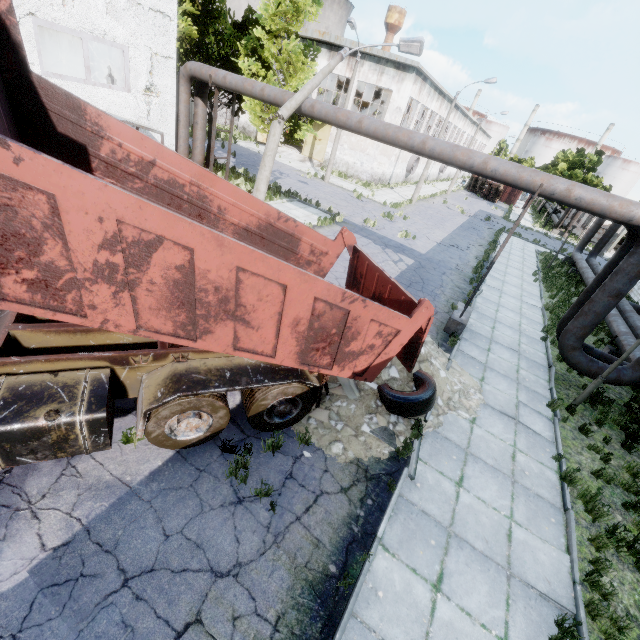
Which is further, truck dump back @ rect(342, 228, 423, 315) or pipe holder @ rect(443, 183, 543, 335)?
pipe holder @ rect(443, 183, 543, 335)

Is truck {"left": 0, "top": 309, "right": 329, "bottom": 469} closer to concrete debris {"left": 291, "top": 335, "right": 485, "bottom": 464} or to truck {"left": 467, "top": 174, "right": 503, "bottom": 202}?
concrete debris {"left": 291, "top": 335, "right": 485, "bottom": 464}

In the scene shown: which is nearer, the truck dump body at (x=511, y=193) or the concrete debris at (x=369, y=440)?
the concrete debris at (x=369, y=440)

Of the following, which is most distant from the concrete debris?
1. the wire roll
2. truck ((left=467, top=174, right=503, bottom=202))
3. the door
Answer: truck ((left=467, top=174, right=503, bottom=202))

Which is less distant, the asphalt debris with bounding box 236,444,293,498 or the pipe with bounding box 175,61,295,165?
the asphalt debris with bounding box 236,444,293,498

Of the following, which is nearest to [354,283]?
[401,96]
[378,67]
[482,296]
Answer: [482,296]

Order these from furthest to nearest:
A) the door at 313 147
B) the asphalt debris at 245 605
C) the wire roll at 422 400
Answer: the door at 313 147
the wire roll at 422 400
the asphalt debris at 245 605

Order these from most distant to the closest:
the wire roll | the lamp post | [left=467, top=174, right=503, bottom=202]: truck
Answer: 1. [left=467, top=174, right=503, bottom=202]: truck
2. the lamp post
3. the wire roll
